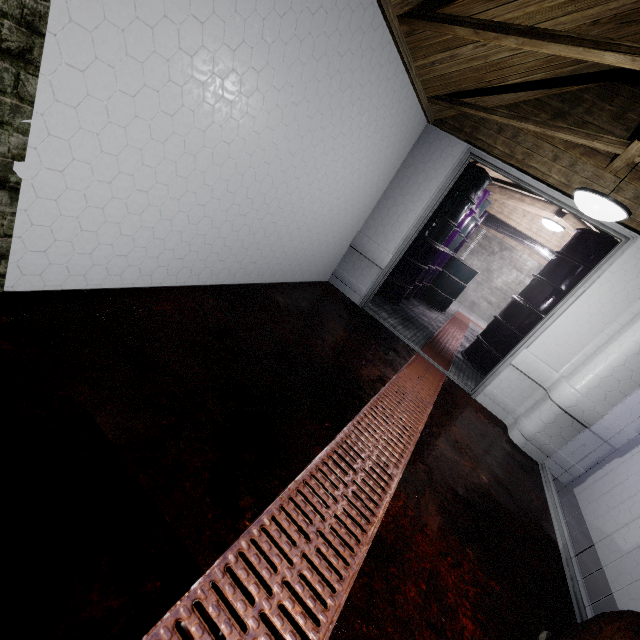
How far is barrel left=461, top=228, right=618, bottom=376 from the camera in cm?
365

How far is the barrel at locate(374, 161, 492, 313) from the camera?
4.2 meters

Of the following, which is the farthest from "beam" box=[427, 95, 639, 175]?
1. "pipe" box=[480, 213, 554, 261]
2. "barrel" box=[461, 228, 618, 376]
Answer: "pipe" box=[480, 213, 554, 261]

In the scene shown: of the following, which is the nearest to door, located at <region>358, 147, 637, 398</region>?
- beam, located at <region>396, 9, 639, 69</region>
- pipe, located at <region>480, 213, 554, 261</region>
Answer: beam, located at <region>396, 9, 639, 69</region>

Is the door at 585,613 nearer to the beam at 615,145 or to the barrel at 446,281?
the beam at 615,145

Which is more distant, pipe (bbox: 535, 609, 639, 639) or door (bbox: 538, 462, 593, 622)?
door (bbox: 538, 462, 593, 622)

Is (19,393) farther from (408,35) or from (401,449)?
(408,35)

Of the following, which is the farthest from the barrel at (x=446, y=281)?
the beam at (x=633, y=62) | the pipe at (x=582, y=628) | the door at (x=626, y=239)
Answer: the pipe at (x=582, y=628)
